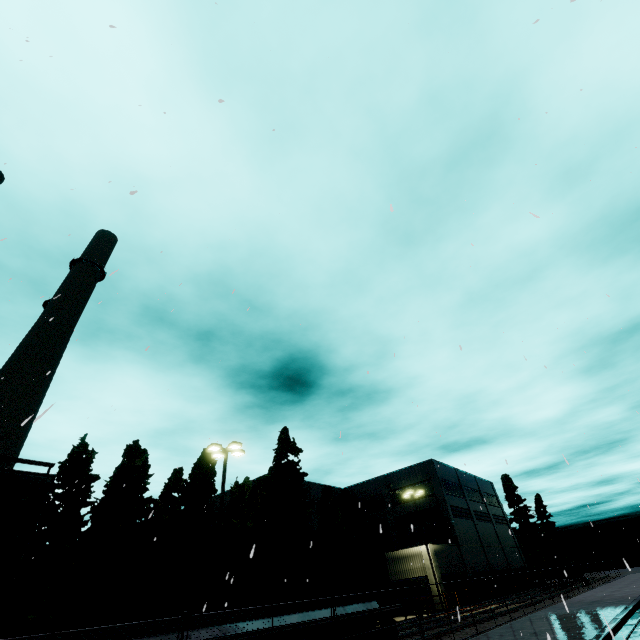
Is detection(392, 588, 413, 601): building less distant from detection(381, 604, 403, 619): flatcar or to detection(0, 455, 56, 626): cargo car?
detection(381, 604, 403, 619): flatcar

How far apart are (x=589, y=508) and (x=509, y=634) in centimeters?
949cm

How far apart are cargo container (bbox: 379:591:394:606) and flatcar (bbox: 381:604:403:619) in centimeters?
2cm

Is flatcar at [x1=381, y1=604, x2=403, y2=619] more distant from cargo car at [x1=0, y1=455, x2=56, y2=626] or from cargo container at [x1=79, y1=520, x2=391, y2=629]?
cargo car at [x1=0, y1=455, x2=56, y2=626]

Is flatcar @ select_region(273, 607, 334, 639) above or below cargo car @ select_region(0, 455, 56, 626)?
below

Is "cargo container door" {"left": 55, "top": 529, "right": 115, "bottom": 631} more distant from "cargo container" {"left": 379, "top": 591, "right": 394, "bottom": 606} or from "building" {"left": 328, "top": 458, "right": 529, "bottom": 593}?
"building" {"left": 328, "top": 458, "right": 529, "bottom": 593}

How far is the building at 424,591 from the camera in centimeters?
3128cm

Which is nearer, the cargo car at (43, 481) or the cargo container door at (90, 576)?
the cargo car at (43, 481)
